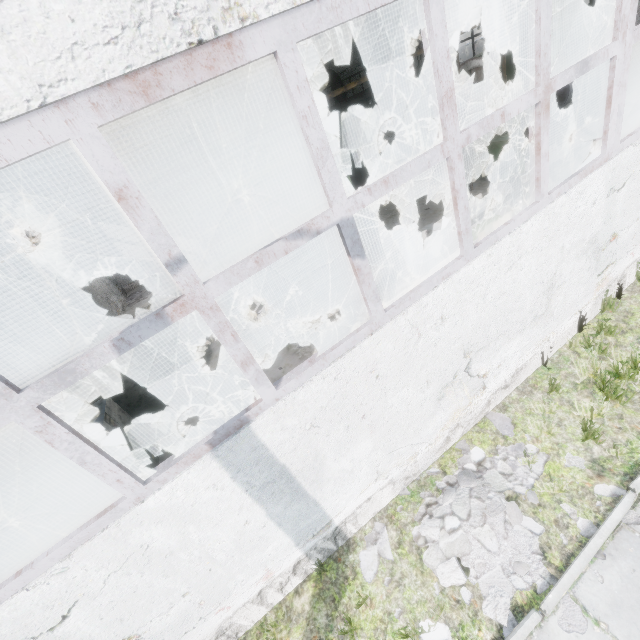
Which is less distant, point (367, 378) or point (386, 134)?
point (367, 378)

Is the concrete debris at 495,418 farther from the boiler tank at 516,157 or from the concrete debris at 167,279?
the concrete debris at 167,279

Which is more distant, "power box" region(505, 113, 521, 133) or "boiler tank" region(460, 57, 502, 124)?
"power box" region(505, 113, 521, 133)

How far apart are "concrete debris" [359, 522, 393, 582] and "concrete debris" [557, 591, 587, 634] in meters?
1.7 m

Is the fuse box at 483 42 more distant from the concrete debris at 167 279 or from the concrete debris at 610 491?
the concrete debris at 610 491

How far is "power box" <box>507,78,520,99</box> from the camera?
11.4m

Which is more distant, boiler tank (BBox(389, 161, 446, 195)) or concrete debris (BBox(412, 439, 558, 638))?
boiler tank (BBox(389, 161, 446, 195))

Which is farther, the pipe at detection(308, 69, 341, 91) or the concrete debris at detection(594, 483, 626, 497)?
the pipe at detection(308, 69, 341, 91)
